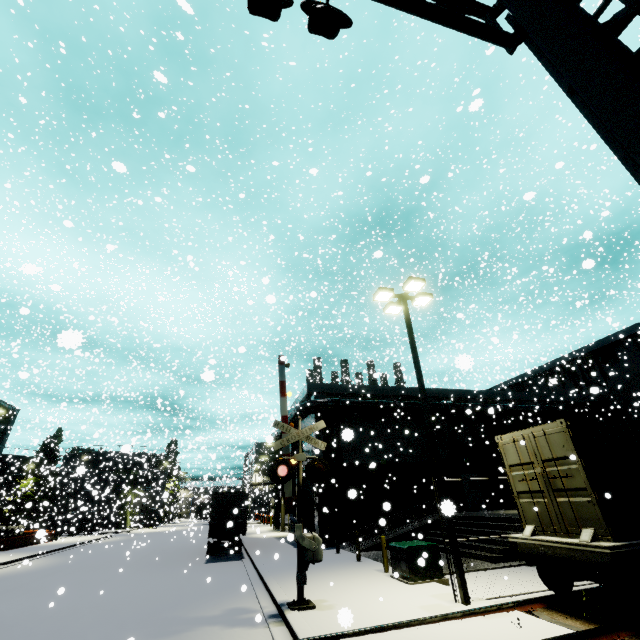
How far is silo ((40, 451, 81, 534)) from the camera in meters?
40.8

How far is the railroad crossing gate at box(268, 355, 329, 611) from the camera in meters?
9.1

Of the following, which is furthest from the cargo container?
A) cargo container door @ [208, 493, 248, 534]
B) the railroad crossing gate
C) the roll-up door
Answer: the roll-up door

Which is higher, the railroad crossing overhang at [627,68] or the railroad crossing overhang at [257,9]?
the railroad crossing overhang at [257,9]

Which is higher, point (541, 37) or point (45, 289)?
point (45, 289)

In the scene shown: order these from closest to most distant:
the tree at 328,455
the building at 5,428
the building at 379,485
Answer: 1. the building at 379,485
2. the tree at 328,455
3. the building at 5,428

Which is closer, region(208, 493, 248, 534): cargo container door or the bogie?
the bogie

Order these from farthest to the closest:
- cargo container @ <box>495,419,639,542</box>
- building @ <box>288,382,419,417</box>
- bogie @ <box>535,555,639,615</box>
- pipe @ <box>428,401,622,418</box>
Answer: pipe @ <box>428,401,622,418</box>
building @ <box>288,382,419,417</box>
cargo container @ <box>495,419,639,542</box>
bogie @ <box>535,555,639,615</box>
